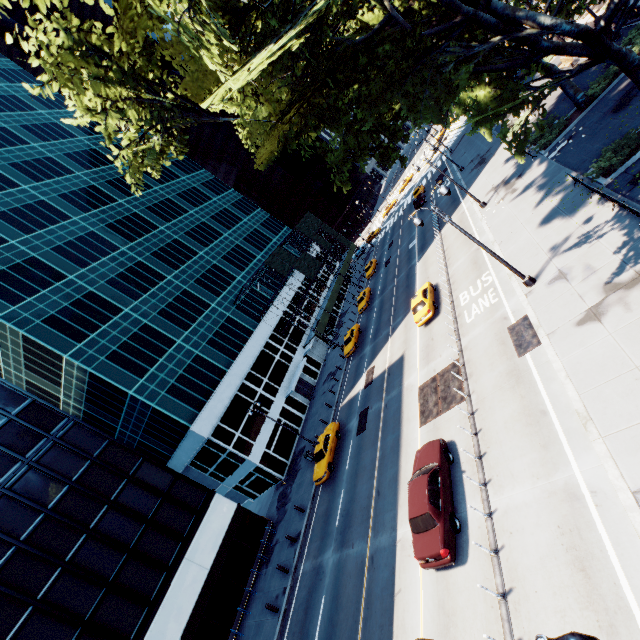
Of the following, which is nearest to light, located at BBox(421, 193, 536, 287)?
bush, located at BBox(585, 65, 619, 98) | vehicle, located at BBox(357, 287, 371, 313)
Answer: bush, located at BBox(585, 65, 619, 98)

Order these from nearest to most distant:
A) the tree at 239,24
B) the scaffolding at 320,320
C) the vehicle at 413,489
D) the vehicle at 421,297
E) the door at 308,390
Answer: the tree at 239,24 → the vehicle at 413,489 → the vehicle at 421,297 → the door at 308,390 → the scaffolding at 320,320

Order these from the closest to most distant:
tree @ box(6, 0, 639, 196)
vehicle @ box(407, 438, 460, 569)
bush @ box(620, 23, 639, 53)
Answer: tree @ box(6, 0, 639, 196), vehicle @ box(407, 438, 460, 569), bush @ box(620, 23, 639, 53)

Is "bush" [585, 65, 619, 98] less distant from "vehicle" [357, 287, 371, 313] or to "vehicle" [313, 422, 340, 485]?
"vehicle" [357, 287, 371, 313]

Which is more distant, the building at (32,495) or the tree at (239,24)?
the building at (32,495)

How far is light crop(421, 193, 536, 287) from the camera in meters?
16.1 m

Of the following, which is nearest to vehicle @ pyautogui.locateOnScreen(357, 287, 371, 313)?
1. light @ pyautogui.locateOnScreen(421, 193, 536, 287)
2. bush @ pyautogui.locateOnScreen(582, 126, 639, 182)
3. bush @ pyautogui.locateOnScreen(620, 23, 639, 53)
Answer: light @ pyautogui.locateOnScreen(421, 193, 536, 287)

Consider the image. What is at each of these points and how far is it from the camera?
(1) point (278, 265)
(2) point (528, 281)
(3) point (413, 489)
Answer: (1) scaffolding, 50.6 meters
(2) light, 16.9 meters
(3) vehicle, 14.0 meters
